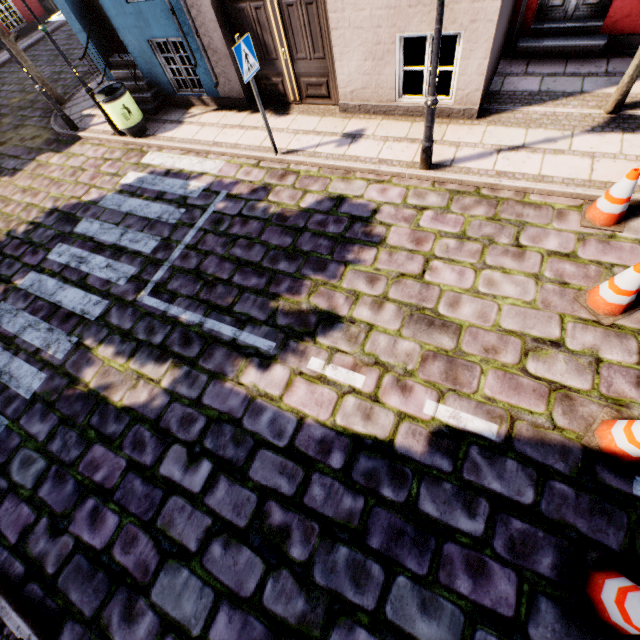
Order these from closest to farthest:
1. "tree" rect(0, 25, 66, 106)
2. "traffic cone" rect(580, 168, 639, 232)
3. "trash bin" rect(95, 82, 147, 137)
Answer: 1. "traffic cone" rect(580, 168, 639, 232)
2. "trash bin" rect(95, 82, 147, 137)
3. "tree" rect(0, 25, 66, 106)

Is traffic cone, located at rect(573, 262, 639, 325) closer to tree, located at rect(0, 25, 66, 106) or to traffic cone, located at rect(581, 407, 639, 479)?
traffic cone, located at rect(581, 407, 639, 479)

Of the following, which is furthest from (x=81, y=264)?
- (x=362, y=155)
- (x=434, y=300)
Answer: (x=434, y=300)

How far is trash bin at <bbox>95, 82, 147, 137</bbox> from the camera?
7.45m

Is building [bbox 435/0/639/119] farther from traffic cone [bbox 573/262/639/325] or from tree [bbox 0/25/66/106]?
traffic cone [bbox 573/262/639/325]

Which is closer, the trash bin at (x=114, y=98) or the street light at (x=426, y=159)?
the street light at (x=426, y=159)

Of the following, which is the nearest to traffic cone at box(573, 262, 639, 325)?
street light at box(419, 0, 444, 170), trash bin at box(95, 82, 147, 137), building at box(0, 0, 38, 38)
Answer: street light at box(419, 0, 444, 170)

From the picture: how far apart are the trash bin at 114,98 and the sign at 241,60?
4.2 meters
